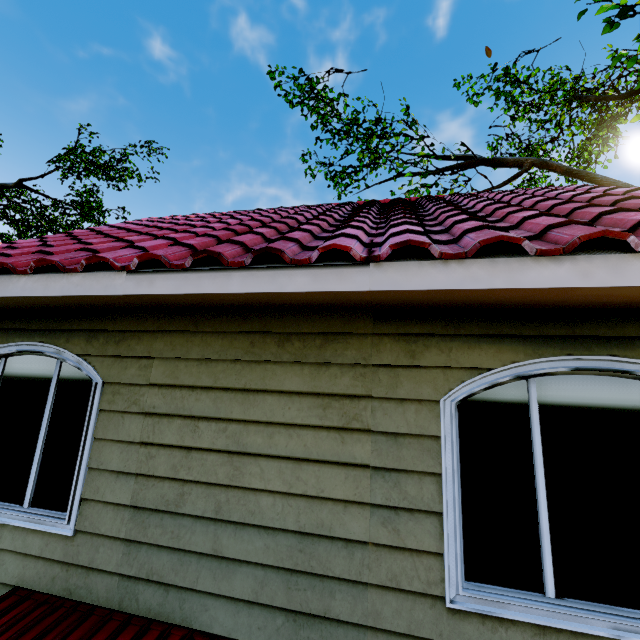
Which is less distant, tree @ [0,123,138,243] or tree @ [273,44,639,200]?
tree @ [273,44,639,200]

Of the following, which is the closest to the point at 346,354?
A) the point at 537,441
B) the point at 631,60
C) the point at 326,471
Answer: the point at 326,471

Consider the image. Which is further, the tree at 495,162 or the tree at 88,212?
the tree at 88,212
